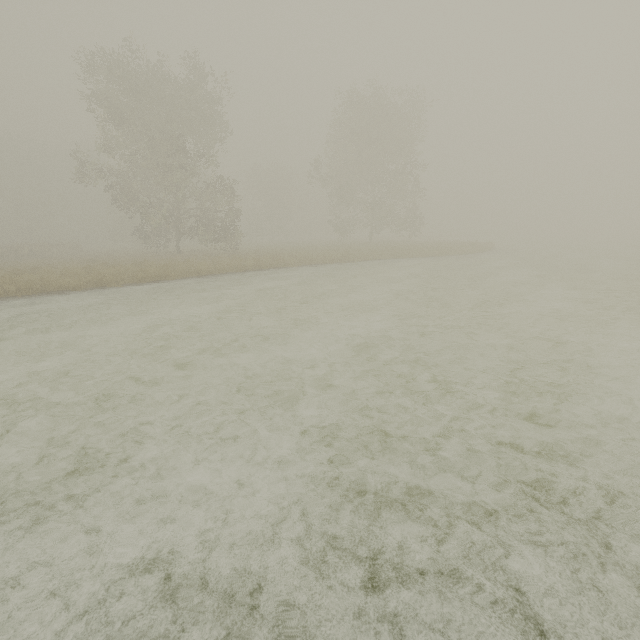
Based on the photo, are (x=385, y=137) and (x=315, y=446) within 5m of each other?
no
